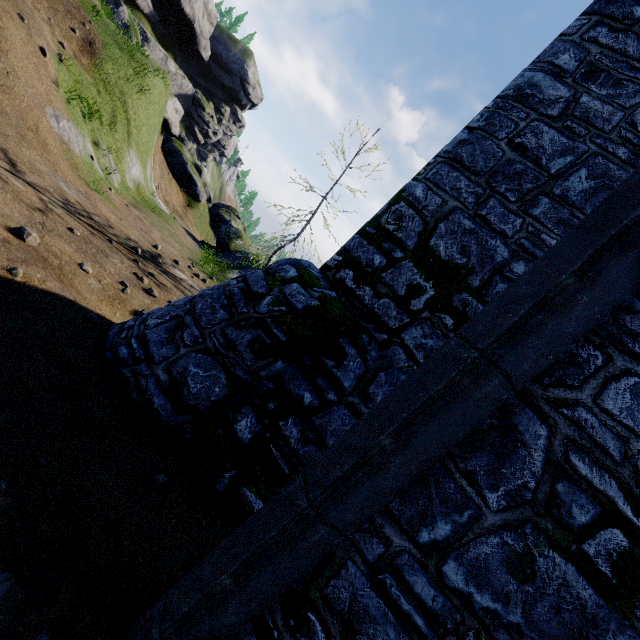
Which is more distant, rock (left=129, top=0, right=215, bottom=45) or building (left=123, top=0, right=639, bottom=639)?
rock (left=129, top=0, right=215, bottom=45)

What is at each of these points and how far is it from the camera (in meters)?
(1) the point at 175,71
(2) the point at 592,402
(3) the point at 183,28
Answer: (1) rock, 59.22
(2) building, 1.80
(3) rock, 57.44

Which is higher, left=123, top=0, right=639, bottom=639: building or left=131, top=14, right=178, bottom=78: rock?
left=131, top=14, right=178, bottom=78: rock

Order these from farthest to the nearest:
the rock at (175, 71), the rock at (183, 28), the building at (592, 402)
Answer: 1. the rock at (183, 28)
2. the rock at (175, 71)
3. the building at (592, 402)

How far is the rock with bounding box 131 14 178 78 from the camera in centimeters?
5041cm

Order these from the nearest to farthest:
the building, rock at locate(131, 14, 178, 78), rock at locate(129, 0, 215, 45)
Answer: the building → rock at locate(131, 14, 178, 78) → rock at locate(129, 0, 215, 45)

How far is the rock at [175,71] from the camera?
50.4 meters
